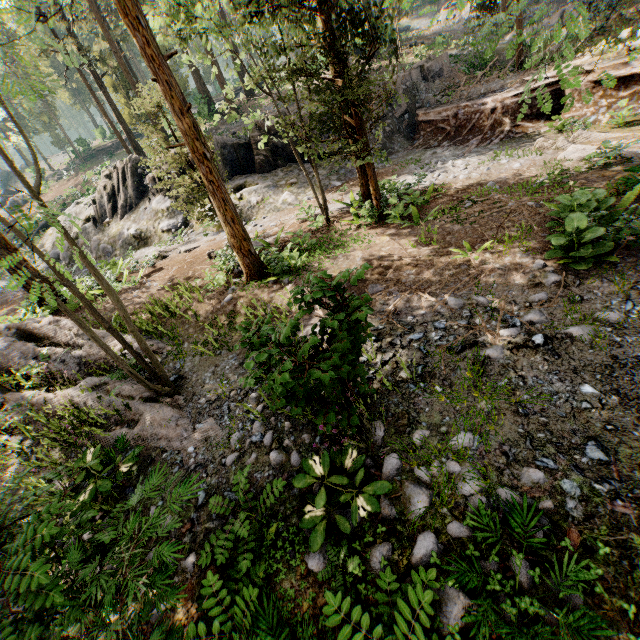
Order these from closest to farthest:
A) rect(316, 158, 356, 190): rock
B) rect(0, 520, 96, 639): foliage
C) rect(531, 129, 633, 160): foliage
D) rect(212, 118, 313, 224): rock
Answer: rect(0, 520, 96, 639): foliage → rect(531, 129, 633, 160): foliage → rect(212, 118, 313, 224): rock → rect(316, 158, 356, 190): rock

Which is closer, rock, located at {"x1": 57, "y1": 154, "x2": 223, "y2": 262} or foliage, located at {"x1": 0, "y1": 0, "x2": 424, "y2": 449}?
foliage, located at {"x1": 0, "y1": 0, "x2": 424, "y2": 449}

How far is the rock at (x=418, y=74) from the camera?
21.2m

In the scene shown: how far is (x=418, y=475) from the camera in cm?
430

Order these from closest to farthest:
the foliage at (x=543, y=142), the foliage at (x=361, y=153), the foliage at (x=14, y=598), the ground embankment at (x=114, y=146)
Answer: the foliage at (x=14, y=598)
the foliage at (x=361, y=153)
the foliage at (x=543, y=142)
the ground embankment at (x=114, y=146)

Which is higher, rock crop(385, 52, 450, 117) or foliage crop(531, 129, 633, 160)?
rock crop(385, 52, 450, 117)

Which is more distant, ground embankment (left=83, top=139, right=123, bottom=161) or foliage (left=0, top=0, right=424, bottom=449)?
ground embankment (left=83, top=139, right=123, bottom=161)

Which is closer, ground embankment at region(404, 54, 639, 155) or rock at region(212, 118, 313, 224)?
ground embankment at region(404, 54, 639, 155)
